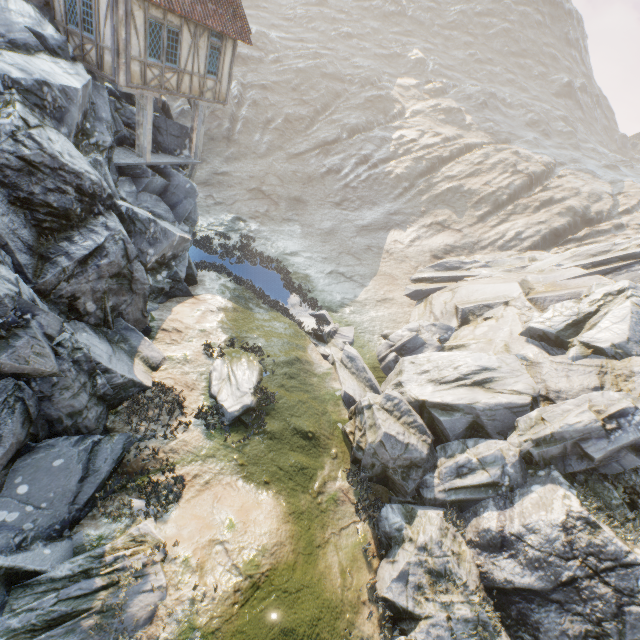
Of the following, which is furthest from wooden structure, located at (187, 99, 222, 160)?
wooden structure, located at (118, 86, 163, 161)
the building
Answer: wooden structure, located at (118, 86, 163, 161)

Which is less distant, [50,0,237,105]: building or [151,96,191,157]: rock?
[50,0,237,105]: building

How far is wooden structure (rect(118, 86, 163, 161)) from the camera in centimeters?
1388cm

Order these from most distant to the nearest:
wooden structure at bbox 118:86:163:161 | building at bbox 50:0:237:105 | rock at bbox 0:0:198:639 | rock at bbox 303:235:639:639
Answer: wooden structure at bbox 118:86:163:161, building at bbox 50:0:237:105, rock at bbox 303:235:639:639, rock at bbox 0:0:198:639

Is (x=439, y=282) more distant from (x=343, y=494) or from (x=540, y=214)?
(x=343, y=494)

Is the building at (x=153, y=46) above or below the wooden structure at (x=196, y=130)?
above

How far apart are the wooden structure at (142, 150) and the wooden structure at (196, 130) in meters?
2.3

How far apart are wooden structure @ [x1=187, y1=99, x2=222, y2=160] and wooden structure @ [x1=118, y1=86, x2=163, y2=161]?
2.3m
